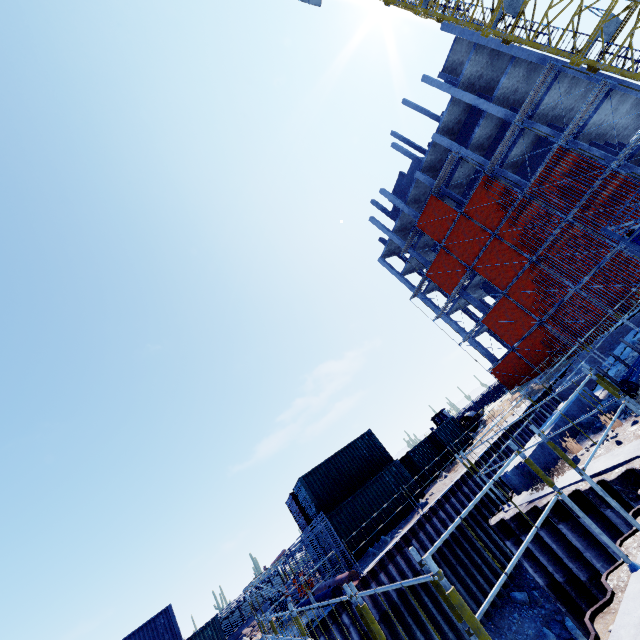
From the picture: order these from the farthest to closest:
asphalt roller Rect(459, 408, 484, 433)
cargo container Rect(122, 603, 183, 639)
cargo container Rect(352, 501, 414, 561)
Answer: asphalt roller Rect(459, 408, 484, 433) < cargo container Rect(122, 603, 183, 639) < cargo container Rect(352, 501, 414, 561)

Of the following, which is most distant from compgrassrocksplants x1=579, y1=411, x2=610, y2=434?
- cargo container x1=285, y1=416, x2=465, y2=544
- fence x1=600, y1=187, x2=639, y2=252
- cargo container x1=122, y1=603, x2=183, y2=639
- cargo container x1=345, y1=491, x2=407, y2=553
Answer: cargo container x1=122, y1=603, x2=183, y2=639

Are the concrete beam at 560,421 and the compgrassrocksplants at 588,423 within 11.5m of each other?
yes

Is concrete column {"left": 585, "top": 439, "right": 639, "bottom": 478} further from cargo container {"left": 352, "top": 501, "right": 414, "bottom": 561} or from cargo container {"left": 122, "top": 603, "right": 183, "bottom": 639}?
cargo container {"left": 122, "top": 603, "right": 183, "bottom": 639}

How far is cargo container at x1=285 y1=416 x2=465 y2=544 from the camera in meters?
17.6 m

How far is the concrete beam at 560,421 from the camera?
7.8m

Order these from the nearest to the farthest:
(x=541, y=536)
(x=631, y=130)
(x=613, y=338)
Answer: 1. (x=541, y=536)
2. (x=613, y=338)
3. (x=631, y=130)

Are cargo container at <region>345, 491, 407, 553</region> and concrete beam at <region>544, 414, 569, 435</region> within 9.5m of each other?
no
